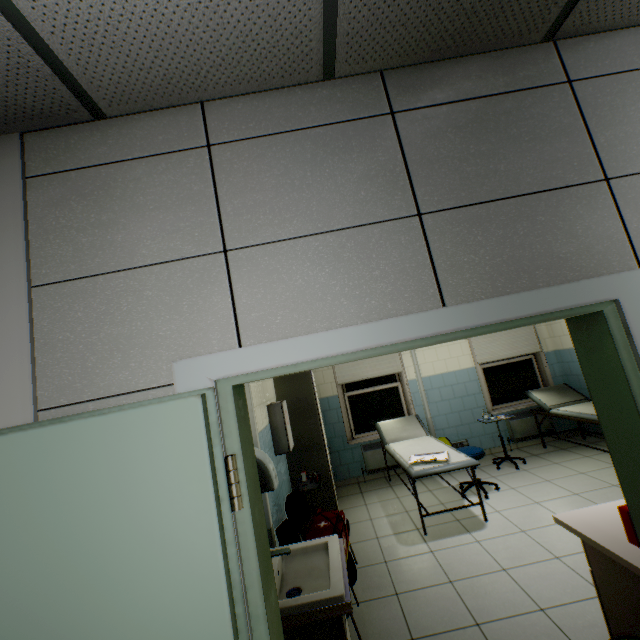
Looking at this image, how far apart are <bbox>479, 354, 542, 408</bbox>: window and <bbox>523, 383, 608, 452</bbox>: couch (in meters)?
0.40

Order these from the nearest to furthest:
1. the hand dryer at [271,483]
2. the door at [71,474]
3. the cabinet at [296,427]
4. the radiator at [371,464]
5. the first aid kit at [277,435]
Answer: the door at [71,474]
the hand dryer at [271,483]
the first aid kit at [277,435]
the cabinet at [296,427]
the radiator at [371,464]

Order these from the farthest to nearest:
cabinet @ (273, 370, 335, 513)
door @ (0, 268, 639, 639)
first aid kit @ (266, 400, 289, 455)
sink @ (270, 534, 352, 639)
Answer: cabinet @ (273, 370, 335, 513), first aid kit @ (266, 400, 289, 455), sink @ (270, 534, 352, 639), door @ (0, 268, 639, 639)

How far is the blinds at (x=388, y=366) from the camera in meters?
6.1

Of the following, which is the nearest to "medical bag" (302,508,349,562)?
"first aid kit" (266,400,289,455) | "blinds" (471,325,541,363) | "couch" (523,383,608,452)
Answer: "first aid kit" (266,400,289,455)

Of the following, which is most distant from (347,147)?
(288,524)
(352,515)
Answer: (352,515)

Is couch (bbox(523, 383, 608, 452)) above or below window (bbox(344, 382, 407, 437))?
below

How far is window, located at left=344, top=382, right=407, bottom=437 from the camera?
6.11m
